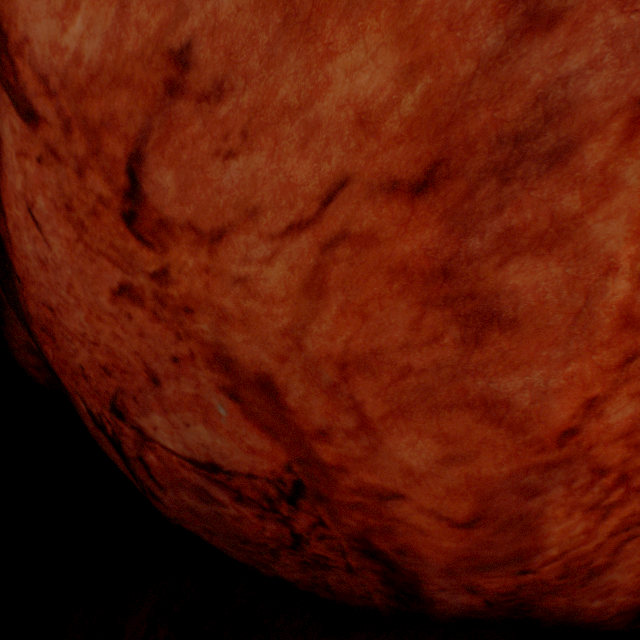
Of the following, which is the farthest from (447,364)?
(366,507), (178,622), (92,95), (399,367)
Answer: (178,622)
